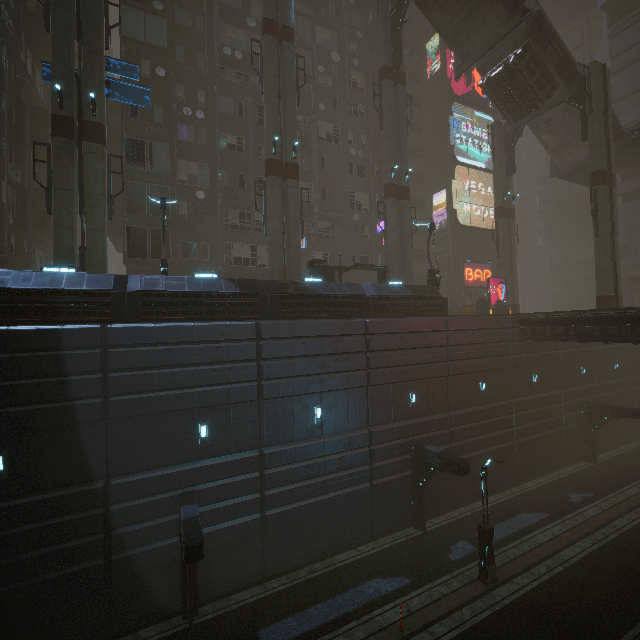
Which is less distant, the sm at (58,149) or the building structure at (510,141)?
the sm at (58,149)

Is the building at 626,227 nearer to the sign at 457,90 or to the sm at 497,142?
the sign at 457,90

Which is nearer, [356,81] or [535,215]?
[356,81]

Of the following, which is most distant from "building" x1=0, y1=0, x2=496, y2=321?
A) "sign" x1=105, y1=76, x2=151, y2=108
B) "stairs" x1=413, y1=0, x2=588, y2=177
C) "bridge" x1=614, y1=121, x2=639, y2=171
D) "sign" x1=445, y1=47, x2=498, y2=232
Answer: "stairs" x1=413, y1=0, x2=588, y2=177

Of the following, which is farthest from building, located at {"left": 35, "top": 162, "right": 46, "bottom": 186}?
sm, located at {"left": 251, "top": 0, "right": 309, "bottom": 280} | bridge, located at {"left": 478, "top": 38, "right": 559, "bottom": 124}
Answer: bridge, located at {"left": 478, "top": 38, "right": 559, "bottom": 124}

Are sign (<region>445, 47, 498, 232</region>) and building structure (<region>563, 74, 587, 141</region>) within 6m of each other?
no

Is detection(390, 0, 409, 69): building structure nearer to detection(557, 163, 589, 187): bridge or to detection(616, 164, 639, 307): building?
detection(557, 163, 589, 187): bridge

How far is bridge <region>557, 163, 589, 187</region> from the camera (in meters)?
30.53
